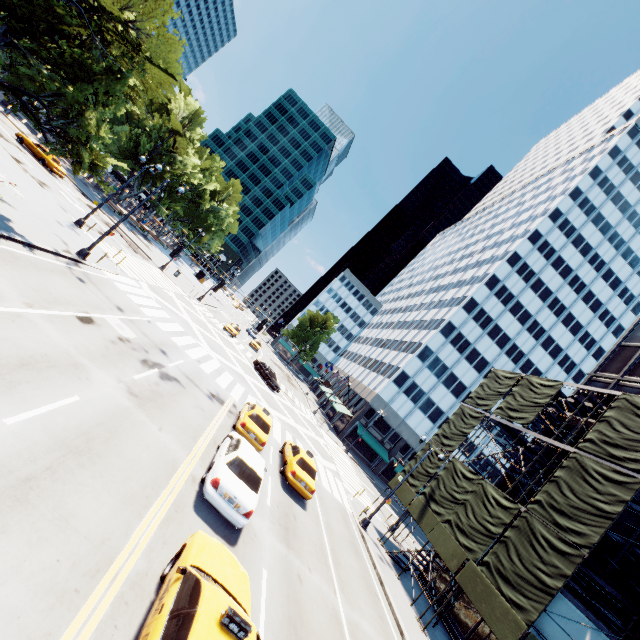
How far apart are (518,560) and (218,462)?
14.2m

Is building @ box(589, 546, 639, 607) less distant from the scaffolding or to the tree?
the scaffolding

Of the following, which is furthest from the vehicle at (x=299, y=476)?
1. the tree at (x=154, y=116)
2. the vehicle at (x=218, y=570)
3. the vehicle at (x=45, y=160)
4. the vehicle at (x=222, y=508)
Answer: the vehicle at (x=45, y=160)

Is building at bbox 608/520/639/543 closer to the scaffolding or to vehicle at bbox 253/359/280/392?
the scaffolding

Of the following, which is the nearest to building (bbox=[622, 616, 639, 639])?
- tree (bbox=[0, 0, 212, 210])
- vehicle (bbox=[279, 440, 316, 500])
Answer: vehicle (bbox=[279, 440, 316, 500])

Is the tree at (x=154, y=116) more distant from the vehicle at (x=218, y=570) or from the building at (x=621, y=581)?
the building at (x=621, y=581)

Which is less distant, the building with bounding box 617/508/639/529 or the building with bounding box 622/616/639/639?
the building with bounding box 622/616/639/639
